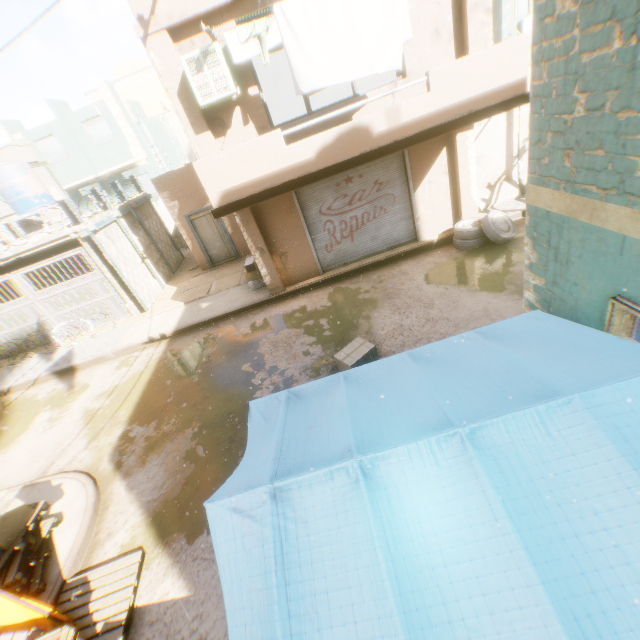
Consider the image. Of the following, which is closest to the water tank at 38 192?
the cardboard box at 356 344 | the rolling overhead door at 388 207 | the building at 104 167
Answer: the building at 104 167

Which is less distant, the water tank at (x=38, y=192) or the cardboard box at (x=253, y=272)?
the cardboard box at (x=253, y=272)

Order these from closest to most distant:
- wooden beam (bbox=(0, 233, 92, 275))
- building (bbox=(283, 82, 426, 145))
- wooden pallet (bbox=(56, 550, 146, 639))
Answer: wooden pallet (bbox=(56, 550, 146, 639)), building (bbox=(283, 82, 426, 145)), wooden beam (bbox=(0, 233, 92, 275))

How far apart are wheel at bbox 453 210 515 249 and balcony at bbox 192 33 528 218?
0.7m

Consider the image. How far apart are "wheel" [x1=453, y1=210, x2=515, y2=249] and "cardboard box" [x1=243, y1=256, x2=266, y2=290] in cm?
531

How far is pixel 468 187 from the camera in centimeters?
932cm

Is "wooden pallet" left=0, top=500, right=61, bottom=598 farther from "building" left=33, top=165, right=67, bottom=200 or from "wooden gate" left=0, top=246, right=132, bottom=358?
"wooden gate" left=0, top=246, right=132, bottom=358

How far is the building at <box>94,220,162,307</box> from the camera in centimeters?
1201cm
